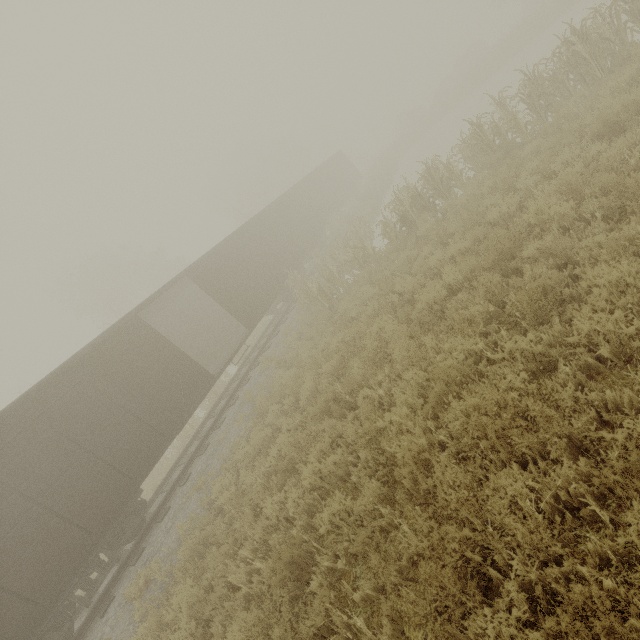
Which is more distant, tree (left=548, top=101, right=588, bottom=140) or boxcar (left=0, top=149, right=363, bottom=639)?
tree (left=548, top=101, right=588, bottom=140)

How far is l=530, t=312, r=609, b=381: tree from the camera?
3.60m

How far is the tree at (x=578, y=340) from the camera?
3.6 meters

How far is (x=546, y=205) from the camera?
5.7 meters

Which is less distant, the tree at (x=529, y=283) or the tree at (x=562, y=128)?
the tree at (x=529, y=283)

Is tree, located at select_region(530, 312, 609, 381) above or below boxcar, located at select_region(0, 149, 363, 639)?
below

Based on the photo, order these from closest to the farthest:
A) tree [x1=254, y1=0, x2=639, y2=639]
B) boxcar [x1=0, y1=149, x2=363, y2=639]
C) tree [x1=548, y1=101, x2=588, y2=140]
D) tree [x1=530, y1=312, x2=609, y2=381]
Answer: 1. tree [x1=254, y1=0, x2=639, y2=639]
2. tree [x1=530, y1=312, x2=609, y2=381]
3. boxcar [x1=0, y1=149, x2=363, y2=639]
4. tree [x1=548, y1=101, x2=588, y2=140]
